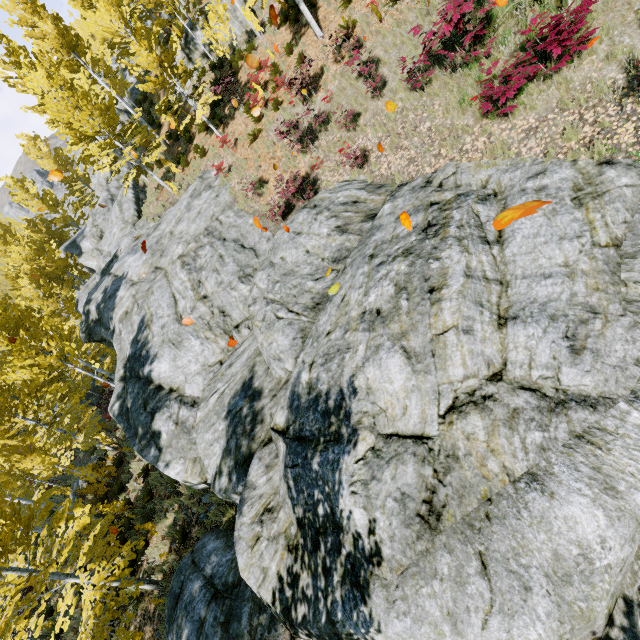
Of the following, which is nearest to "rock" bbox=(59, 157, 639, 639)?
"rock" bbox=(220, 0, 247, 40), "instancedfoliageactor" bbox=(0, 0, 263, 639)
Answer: "instancedfoliageactor" bbox=(0, 0, 263, 639)

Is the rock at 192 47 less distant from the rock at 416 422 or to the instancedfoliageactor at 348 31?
the instancedfoliageactor at 348 31

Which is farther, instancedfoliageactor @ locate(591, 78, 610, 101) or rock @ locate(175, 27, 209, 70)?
rock @ locate(175, 27, 209, 70)

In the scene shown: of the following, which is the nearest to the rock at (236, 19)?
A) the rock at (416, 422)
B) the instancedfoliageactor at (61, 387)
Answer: the instancedfoliageactor at (61, 387)

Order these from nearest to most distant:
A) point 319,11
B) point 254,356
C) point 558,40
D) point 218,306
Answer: point 558,40
point 254,356
point 218,306
point 319,11

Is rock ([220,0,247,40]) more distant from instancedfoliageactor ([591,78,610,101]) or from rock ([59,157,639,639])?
rock ([59,157,639,639])
